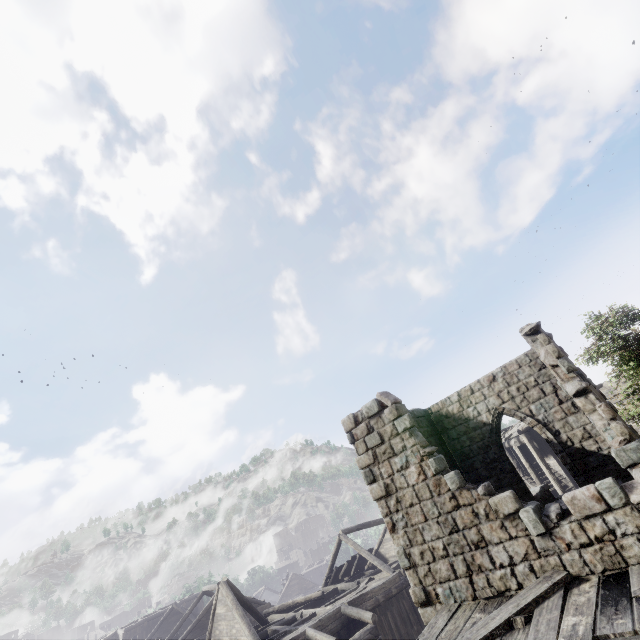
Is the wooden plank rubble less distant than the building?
Yes

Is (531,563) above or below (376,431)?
below

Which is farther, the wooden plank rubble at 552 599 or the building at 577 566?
the building at 577 566
